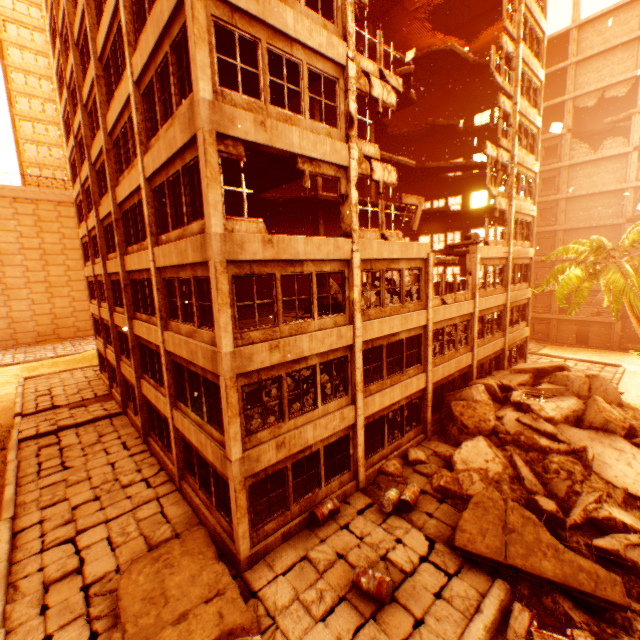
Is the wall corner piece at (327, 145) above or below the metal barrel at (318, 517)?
above

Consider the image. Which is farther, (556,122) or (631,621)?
(556,122)

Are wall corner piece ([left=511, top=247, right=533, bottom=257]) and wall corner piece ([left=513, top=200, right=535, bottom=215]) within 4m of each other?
yes

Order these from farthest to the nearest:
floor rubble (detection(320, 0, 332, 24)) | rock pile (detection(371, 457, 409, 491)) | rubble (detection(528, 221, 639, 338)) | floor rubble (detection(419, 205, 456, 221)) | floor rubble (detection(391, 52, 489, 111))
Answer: floor rubble (detection(419, 205, 456, 221))
rubble (detection(528, 221, 639, 338))
floor rubble (detection(391, 52, 489, 111))
floor rubble (detection(320, 0, 332, 24))
rock pile (detection(371, 457, 409, 491))

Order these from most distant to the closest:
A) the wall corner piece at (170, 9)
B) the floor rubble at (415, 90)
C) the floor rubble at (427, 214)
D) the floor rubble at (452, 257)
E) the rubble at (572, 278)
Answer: the floor rubble at (427, 214)
the rubble at (572, 278)
the floor rubble at (415, 90)
the floor rubble at (452, 257)
the wall corner piece at (170, 9)

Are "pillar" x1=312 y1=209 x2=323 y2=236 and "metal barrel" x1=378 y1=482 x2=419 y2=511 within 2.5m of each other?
no

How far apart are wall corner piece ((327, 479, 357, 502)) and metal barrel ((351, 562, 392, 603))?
2.54m

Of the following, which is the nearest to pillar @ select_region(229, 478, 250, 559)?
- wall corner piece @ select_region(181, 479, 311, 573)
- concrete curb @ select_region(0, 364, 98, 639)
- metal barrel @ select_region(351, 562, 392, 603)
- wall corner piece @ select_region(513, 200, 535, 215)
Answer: wall corner piece @ select_region(181, 479, 311, 573)
